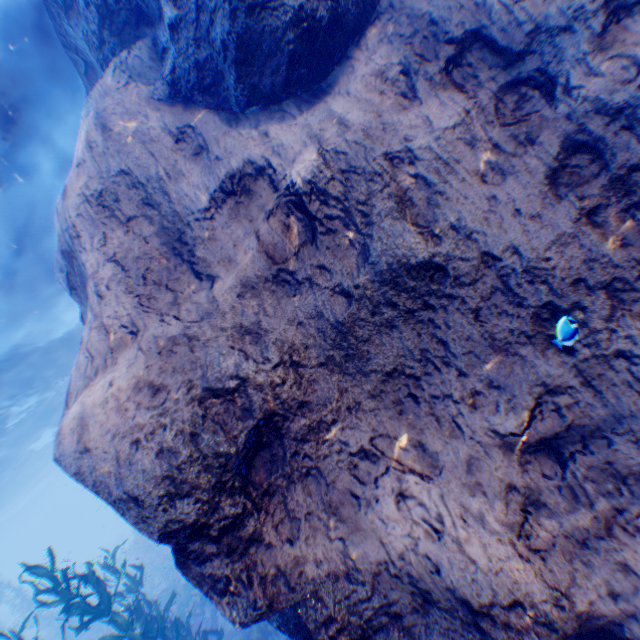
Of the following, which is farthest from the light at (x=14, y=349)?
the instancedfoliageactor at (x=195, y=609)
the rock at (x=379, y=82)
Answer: the instancedfoliageactor at (x=195, y=609)

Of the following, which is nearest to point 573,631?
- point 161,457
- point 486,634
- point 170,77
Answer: point 486,634

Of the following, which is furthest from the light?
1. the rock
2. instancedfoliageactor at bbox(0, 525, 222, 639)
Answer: instancedfoliageactor at bbox(0, 525, 222, 639)

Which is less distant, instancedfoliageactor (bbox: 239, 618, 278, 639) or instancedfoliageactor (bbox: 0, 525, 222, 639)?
instancedfoliageactor (bbox: 0, 525, 222, 639)

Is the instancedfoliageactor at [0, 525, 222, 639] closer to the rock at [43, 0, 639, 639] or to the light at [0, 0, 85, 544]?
the rock at [43, 0, 639, 639]

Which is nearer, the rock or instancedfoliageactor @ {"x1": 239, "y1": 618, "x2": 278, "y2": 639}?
the rock

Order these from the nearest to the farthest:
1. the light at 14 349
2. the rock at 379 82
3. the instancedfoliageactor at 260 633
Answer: the rock at 379 82 → the light at 14 349 → the instancedfoliageactor at 260 633

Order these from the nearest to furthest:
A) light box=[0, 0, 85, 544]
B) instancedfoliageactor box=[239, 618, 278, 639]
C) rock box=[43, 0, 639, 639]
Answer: rock box=[43, 0, 639, 639], light box=[0, 0, 85, 544], instancedfoliageactor box=[239, 618, 278, 639]
